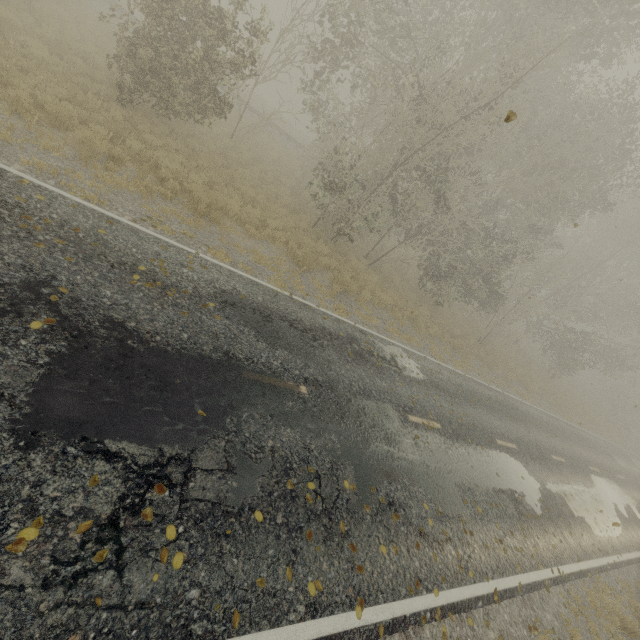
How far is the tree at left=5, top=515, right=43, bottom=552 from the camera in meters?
2.9 m

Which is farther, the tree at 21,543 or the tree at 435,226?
the tree at 435,226

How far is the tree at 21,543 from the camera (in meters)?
2.87

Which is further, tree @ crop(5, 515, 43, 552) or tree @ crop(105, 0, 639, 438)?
tree @ crop(105, 0, 639, 438)

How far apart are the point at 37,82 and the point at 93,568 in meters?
12.9

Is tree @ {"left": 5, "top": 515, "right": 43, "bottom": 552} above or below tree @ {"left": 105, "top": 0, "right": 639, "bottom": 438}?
below
